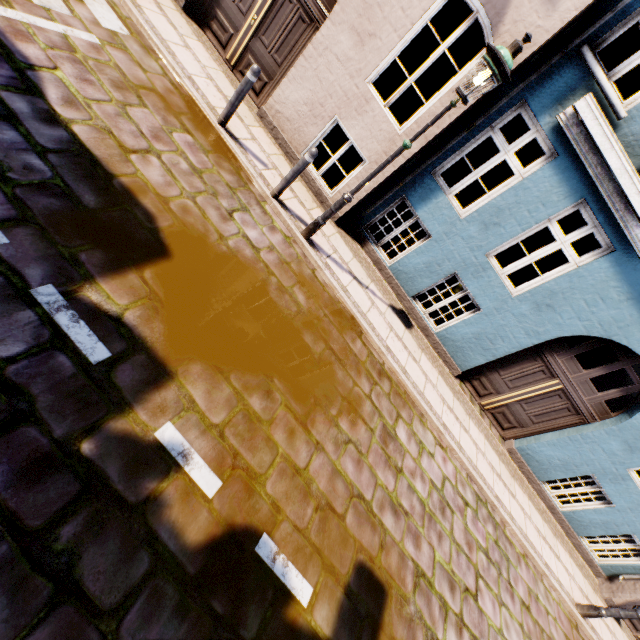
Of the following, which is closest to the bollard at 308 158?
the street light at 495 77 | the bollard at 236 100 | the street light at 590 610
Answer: the street light at 495 77

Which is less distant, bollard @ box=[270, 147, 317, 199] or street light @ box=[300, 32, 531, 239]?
street light @ box=[300, 32, 531, 239]

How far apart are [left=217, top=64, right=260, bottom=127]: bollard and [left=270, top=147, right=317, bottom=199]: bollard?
1.3 meters

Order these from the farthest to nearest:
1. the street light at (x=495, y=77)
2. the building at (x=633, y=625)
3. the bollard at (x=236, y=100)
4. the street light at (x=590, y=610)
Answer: the building at (x=633, y=625) < the street light at (x=590, y=610) < the bollard at (x=236, y=100) < the street light at (x=495, y=77)

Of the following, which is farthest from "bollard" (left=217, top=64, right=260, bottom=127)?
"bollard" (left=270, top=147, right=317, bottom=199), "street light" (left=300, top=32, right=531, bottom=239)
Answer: "street light" (left=300, top=32, right=531, bottom=239)

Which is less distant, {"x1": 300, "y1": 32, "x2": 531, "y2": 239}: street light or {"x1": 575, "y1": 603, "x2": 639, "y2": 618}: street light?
{"x1": 300, "y1": 32, "x2": 531, "y2": 239}: street light

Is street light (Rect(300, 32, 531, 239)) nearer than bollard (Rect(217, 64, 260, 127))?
Yes

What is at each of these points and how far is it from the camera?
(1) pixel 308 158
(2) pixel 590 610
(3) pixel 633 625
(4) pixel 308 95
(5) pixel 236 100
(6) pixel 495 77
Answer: (1) bollard, 5.15m
(2) street light, 6.87m
(3) building, 8.80m
(4) building, 6.26m
(5) bollard, 5.24m
(6) street light, 3.84m
